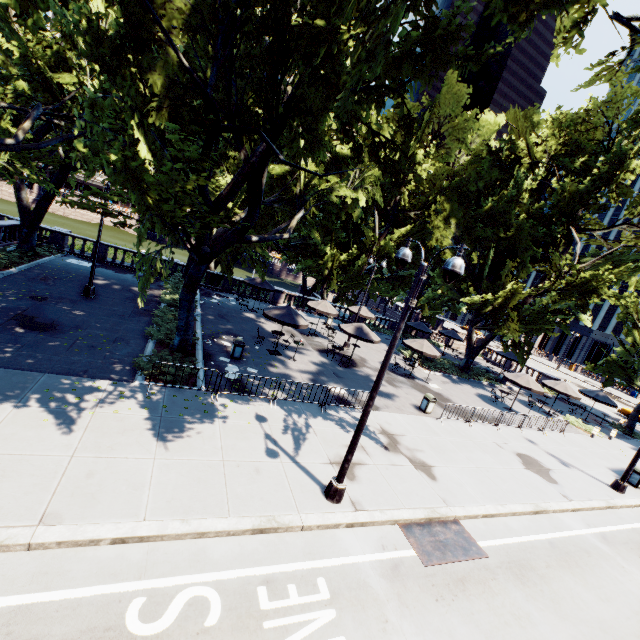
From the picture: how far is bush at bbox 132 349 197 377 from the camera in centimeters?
1213cm

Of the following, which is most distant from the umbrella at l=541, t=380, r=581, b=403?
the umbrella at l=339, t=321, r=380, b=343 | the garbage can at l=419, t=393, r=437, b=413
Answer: the umbrella at l=339, t=321, r=380, b=343

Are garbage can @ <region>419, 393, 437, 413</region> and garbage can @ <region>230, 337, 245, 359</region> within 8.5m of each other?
no

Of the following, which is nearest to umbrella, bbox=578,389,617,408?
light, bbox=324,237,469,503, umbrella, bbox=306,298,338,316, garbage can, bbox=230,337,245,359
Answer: light, bbox=324,237,469,503

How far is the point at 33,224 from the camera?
21.2 meters

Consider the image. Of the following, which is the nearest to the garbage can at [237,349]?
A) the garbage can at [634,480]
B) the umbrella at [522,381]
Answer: the umbrella at [522,381]

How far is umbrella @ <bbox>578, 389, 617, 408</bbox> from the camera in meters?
26.8 m

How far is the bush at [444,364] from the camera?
28.0m
